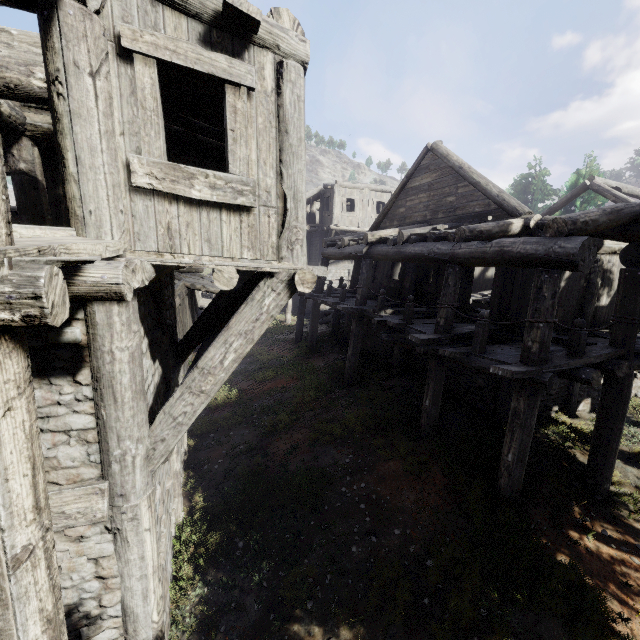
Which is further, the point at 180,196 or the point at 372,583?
the point at 372,583

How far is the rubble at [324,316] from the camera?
23.2 meters

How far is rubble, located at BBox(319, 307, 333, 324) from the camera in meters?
23.2 m

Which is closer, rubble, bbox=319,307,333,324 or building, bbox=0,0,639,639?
building, bbox=0,0,639,639

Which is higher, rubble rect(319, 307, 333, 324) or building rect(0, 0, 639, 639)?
building rect(0, 0, 639, 639)

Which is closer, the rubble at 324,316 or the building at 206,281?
the building at 206,281
